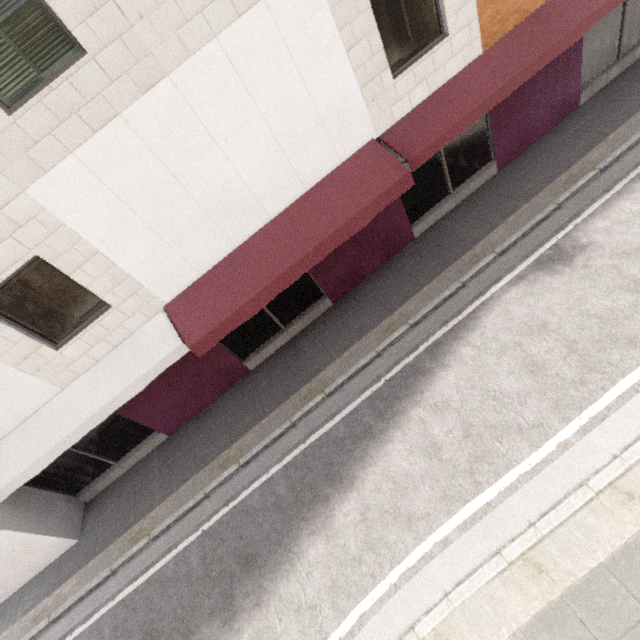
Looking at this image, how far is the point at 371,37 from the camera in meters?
6.1
